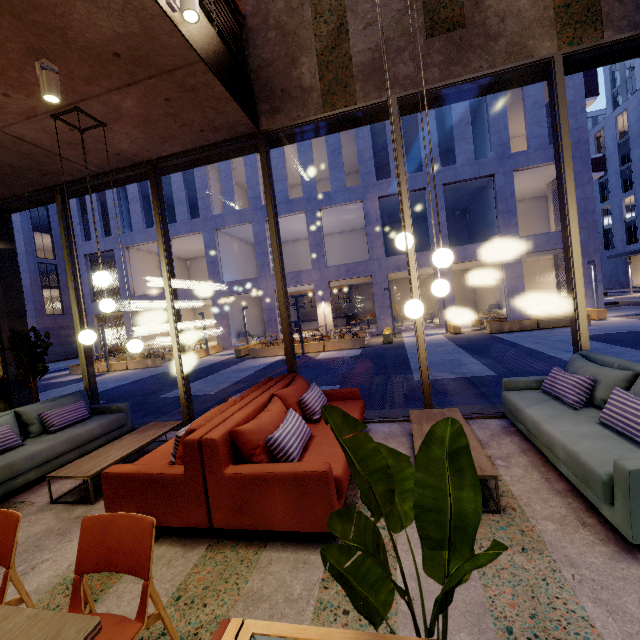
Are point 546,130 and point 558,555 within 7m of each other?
no

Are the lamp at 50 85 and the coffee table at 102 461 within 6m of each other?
yes

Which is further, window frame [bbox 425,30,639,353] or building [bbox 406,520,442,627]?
window frame [bbox 425,30,639,353]

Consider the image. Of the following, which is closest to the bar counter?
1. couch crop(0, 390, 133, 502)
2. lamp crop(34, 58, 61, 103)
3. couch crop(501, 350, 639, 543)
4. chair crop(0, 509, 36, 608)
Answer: couch crop(0, 390, 133, 502)

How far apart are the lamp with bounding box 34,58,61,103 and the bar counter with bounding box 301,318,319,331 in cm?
2517

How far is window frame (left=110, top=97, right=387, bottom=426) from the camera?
4.75m

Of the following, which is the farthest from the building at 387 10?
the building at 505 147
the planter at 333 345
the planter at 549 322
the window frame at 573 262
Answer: the building at 505 147

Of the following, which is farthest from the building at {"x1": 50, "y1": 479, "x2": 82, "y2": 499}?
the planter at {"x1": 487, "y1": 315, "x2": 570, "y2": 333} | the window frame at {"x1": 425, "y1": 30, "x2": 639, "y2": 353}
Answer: the planter at {"x1": 487, "y1": 315, "x2": 570, "y2": 333}
